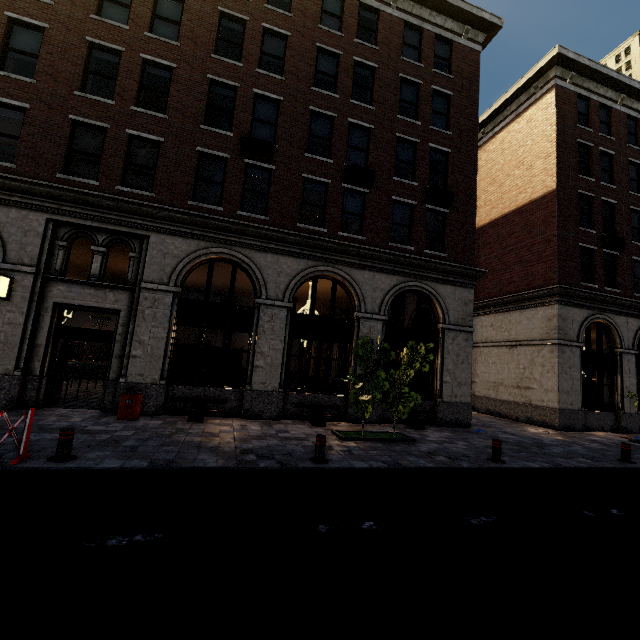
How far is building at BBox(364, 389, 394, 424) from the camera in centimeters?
1258cm

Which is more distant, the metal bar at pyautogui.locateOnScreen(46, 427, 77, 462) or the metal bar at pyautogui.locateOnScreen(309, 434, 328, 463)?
the metal bar at pyautogui.locateOnScreen(309, 434, 328, 463)

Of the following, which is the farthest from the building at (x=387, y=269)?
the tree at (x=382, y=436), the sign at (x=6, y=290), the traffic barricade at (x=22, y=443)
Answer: the traffic barricade at (x=22, y=443)

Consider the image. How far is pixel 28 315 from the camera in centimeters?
988cm

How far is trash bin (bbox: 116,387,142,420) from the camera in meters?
9.5

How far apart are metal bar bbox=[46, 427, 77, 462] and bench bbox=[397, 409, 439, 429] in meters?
9.8 m

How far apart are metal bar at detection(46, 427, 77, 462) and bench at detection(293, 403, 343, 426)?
6.5 meters

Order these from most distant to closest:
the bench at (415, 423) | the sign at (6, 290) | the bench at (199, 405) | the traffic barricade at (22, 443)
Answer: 1. the bench at (415, 423)
2. the bench at (199, 405)
3. the sign at (6, 290)
4. the traffic barricade at (22, 443)
